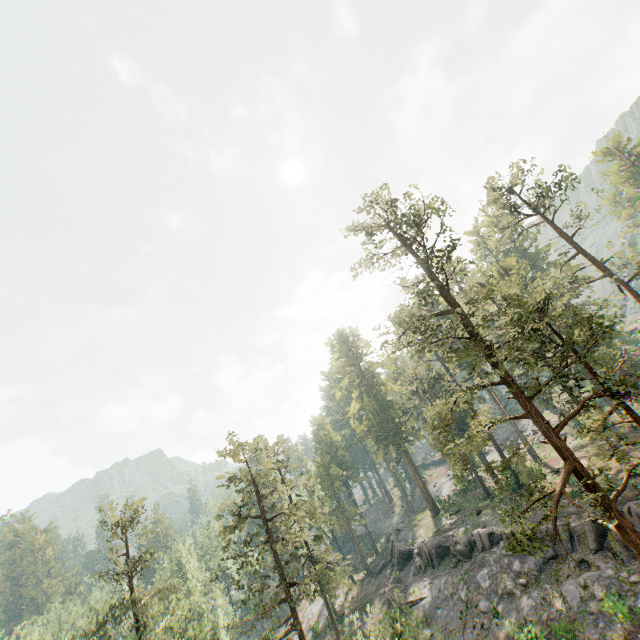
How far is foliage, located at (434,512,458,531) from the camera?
40.22m

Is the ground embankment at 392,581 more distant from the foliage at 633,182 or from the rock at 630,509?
the foliage at 633,182

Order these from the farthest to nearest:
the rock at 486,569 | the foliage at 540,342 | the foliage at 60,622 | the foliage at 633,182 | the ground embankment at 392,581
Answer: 1. the foliage at 633,182
2. the ground embankment at 392,581
3. the foliage at 60,622
4. the rock at 486,569
5. the foliage at 540,342

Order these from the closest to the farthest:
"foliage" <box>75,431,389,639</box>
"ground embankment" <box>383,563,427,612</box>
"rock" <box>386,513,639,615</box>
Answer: "rock" <box>386,513,639,615</box> → "foliage" <box>75,431,389,639</box> → "ground embankment" <box>383,563,427,612</box>

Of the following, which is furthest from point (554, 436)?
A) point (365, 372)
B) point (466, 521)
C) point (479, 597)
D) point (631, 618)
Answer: point (365, 372)

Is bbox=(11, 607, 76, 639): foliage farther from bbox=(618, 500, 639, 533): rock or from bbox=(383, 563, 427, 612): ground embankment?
bbox=(383, 563, 427, 612): ground embankment

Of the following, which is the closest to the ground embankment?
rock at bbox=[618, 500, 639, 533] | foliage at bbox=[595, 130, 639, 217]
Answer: rock at bbox=[618, 500, 639, 533]
